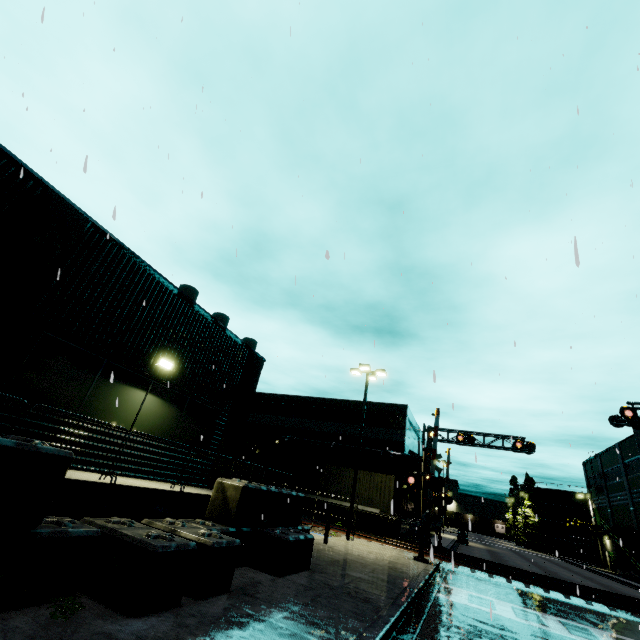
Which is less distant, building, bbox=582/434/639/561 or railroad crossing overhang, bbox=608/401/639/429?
railroad crossing overhang, bbox=608/401/639/429

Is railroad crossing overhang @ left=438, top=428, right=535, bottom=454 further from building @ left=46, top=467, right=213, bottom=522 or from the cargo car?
the cargo car

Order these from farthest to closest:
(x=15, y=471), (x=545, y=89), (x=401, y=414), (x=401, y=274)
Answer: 1. (x=401, y=414)
2. (x=545, y=89)
3. (x=401, y=274)
4. (x=15, y=471)

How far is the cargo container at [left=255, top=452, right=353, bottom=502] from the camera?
25.2 meters

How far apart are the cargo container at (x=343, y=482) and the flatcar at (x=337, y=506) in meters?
0.0

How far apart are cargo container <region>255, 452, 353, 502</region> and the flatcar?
0.0m

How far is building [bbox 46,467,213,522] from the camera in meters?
5.5

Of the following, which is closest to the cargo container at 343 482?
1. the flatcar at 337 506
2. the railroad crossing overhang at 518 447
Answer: the flatcar at 337 506
